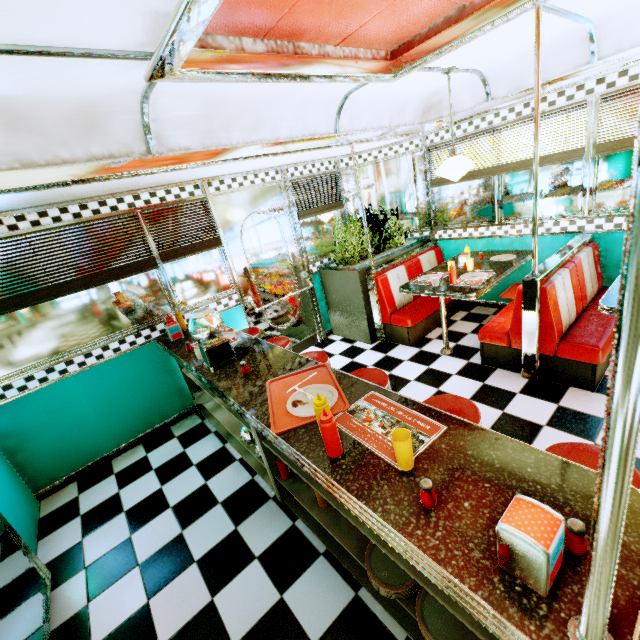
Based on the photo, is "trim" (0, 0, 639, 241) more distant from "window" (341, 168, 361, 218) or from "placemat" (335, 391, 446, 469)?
"placemat" (335, 391, 446, 469)

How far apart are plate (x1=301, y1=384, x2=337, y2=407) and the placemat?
0.1 meters

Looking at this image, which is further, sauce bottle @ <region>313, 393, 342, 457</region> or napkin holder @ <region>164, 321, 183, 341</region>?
napkin holder @ <region>164, 321, 183, 341</region>

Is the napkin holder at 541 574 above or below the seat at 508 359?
above

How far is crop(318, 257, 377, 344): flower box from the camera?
4.5m

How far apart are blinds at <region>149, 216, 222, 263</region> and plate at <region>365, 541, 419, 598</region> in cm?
334

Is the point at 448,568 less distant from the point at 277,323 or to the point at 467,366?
the point at 467,366

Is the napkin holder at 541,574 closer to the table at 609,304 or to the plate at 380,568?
the plate at 380,568
